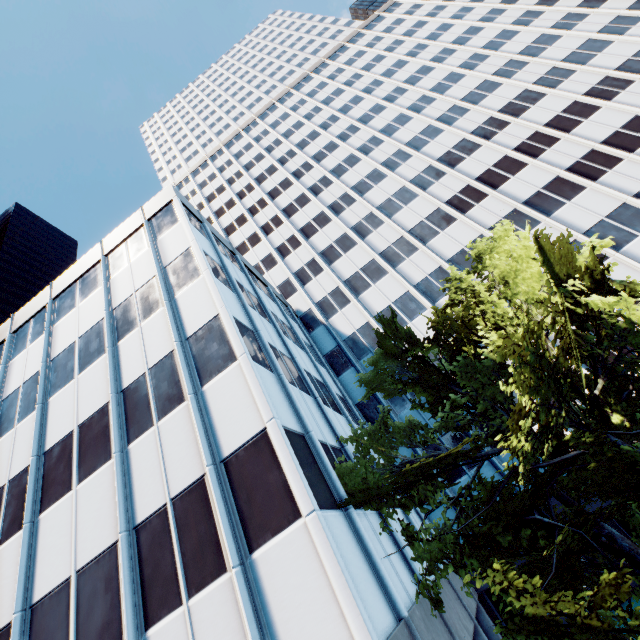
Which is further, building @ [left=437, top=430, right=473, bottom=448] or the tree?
building @ [left=437, top=430, right=473, bottom=448]

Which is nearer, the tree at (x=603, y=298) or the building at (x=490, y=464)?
→ the tree at (x=603, y=298)

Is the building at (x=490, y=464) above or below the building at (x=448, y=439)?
below

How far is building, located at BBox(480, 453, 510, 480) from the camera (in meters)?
19.69

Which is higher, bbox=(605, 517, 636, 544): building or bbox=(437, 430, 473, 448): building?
bbox=(437, 430, 473, 448): building

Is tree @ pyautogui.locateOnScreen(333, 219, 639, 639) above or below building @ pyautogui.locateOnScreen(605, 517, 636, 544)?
above

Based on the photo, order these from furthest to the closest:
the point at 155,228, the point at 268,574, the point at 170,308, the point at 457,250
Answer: the point at 457,250, the point at 155,228, the point at 170,308, the point at 268,574
